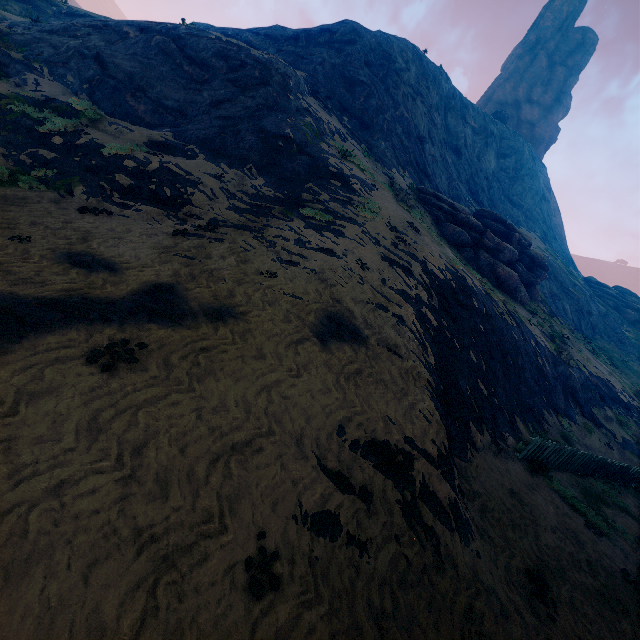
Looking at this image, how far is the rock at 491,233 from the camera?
22.2m

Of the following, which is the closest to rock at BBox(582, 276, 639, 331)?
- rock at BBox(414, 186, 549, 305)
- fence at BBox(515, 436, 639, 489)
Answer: rock at BBox(414, 186, 549, 305)

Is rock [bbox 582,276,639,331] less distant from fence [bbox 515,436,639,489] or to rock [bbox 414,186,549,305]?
rock [bbox 414,186,549,305]

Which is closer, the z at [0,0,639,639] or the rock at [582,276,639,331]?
the z at [0,0,639,639]

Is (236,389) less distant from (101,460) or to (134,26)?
(101,460)

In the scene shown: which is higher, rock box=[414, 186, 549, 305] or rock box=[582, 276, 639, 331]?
rock box=[582, 276, 639, 331]

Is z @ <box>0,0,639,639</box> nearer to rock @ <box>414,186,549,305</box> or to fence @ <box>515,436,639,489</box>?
fence @ <box>515,436,639,489</box>

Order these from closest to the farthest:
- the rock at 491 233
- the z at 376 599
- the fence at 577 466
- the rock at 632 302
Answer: the z at 376 599 < the fence at 577 466 < the rock at 491 233 < the rock at 632 302
